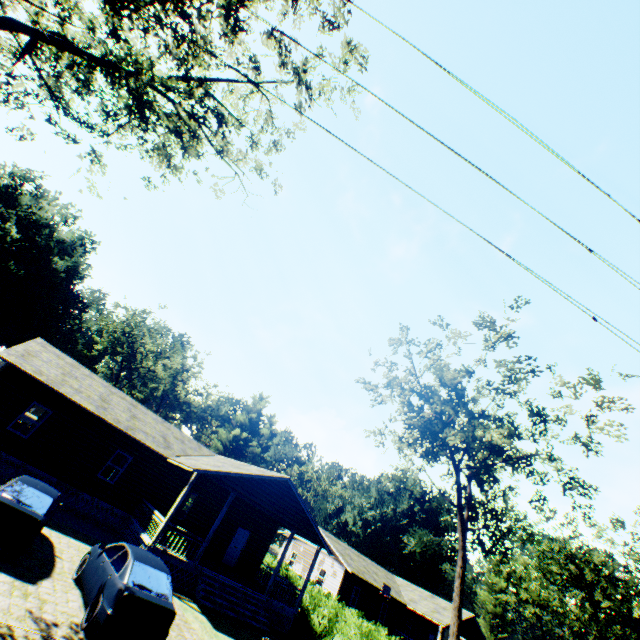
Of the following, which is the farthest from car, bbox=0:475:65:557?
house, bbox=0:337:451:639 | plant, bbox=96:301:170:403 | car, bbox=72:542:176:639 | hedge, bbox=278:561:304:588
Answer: plant, bbox=96:301:170:403

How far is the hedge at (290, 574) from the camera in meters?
24.9 m

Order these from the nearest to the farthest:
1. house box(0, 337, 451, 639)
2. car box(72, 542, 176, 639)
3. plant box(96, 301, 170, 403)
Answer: car box(72, 542, 176, 639) → house box(0, 337, 451, 639) → plant box(96, 301, 170, 403)

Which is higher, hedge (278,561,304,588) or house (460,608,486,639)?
house (460,608,486,639)

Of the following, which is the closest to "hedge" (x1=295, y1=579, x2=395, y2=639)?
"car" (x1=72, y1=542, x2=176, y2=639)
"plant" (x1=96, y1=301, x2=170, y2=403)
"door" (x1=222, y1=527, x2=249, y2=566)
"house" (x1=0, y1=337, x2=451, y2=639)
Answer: "house" (x1=0, y1=337, x2=451, y2=639)

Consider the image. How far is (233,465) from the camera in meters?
20.8 m

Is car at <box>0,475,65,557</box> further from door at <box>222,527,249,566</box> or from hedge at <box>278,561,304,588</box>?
hedge at <box>278,561,304,588</box>

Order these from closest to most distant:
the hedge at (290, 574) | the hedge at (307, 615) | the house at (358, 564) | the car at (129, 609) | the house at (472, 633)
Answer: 1. the car at (129, 609)
2. the house at (358, 564)
3. the hedge at (307, 615)
4. the hedge at (290, 574)
5. the house at (472, 633)
